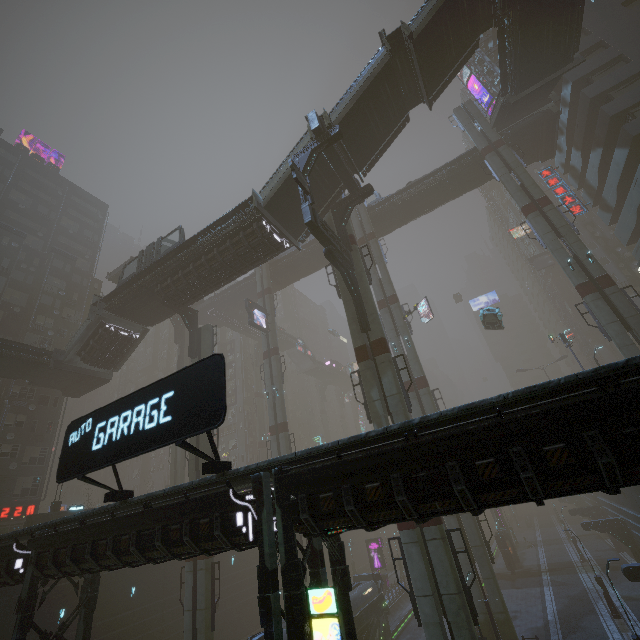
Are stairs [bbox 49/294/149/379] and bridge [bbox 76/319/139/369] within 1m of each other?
yes

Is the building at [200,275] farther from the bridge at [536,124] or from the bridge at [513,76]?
the bridge at [513,76]

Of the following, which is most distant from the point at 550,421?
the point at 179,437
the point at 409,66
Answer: the point at 409,66

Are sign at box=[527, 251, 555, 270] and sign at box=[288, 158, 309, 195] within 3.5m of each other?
no

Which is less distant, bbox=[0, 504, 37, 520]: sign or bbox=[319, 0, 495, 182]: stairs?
bbox=[319, 0, 495, 182]: stairs

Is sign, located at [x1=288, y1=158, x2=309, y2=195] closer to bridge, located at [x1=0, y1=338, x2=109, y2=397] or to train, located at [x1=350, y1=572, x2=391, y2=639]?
Result: train, located at [x1=350, y1=572, x2=391, y2=639]

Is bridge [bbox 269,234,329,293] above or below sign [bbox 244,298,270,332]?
above

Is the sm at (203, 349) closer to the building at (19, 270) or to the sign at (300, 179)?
the building at (19, 270)
